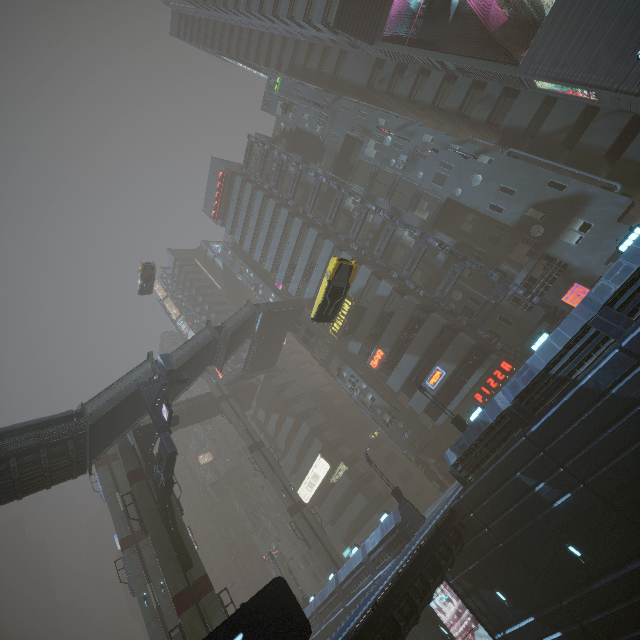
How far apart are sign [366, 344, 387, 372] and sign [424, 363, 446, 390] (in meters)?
4.37

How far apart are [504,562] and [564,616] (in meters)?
2.98

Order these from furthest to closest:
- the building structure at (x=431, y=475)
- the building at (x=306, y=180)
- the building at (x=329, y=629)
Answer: the building at (x=306, y=180) < the building structure at (x=431, y=475) < the building at (x=329, y=629)

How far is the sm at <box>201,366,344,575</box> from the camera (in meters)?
34.59

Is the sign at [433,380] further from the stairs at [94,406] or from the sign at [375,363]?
the stairs at [94,406]

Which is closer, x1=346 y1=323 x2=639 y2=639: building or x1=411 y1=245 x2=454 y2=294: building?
x1=346 y1=323 x2=639 y2=639: building

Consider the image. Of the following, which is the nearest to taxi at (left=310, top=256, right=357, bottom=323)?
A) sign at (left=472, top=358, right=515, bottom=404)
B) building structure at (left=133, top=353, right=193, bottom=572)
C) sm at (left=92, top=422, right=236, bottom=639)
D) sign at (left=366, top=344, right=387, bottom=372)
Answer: sm at (left=92, top=422, right=236, bottom=639)

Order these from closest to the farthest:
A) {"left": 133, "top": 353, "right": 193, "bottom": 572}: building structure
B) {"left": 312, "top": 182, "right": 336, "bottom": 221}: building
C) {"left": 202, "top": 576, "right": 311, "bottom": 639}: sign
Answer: {"left": 202, "top": 576, "right": 311, "bottom": 639}: sign, {"left": 133, "top": 353, "right": 193, "bottom": 572}: building structure, {"left": 312, "top": 182, "right": 336, "bottom": 221}: building
